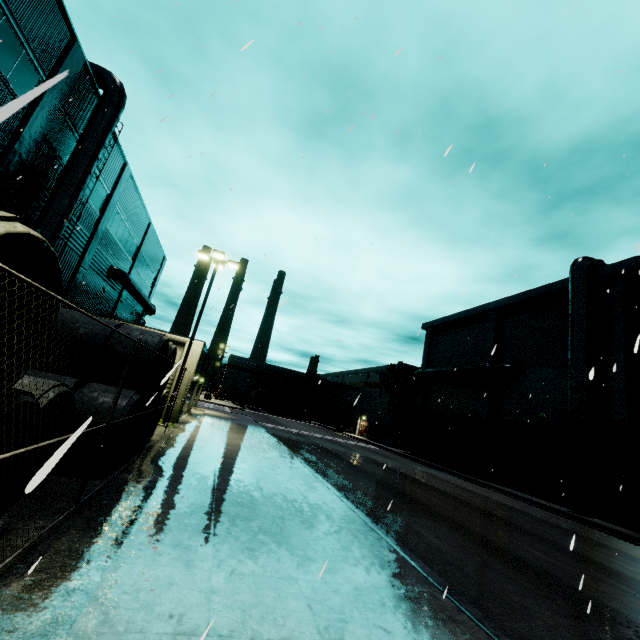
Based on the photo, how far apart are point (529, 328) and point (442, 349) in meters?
11.1 m

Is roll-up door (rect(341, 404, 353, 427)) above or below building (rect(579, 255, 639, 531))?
above

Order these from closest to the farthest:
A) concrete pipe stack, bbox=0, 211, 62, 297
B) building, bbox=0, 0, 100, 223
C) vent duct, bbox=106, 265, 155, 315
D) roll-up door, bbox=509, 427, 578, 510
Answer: concrete pipe stack, bbox=0, 211, 62, 297 < building, bbox=0, 0, 100, 223 < roll-up door, bbox=509, 427, 578, 510 < vent duct, bbox=106, 265, 155, 315

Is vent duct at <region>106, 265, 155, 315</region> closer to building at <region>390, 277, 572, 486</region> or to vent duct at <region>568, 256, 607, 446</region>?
building at <region>390, 277, 572, 486</region>

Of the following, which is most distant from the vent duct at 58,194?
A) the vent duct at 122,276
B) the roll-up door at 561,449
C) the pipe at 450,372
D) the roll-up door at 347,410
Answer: the roll-up door at 347,410

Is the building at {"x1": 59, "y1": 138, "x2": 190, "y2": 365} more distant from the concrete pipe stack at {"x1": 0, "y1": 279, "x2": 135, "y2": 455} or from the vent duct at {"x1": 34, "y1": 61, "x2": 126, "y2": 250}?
the concrete pipe stack at {"x1": 0, "y1": 279, "x2": 135, "y2": 455}

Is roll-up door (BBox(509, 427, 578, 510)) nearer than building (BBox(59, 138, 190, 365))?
No

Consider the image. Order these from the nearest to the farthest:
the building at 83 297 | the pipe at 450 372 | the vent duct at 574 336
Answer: the building at 83 297, the vent duct at 574 336, the pipe at 450 372
